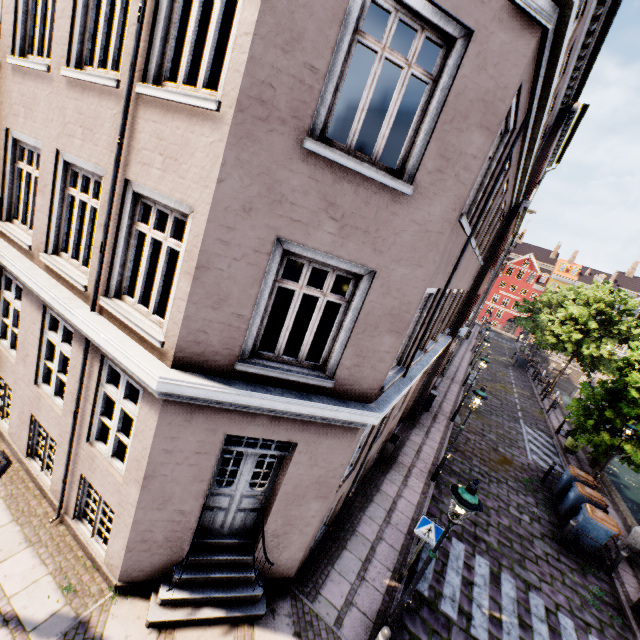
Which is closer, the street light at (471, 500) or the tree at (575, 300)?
the street light at (471, 500)

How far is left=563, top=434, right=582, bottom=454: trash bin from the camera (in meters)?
17.81

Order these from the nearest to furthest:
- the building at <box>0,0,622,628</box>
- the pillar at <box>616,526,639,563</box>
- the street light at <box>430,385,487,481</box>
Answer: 1. the building at <box>0,0,622,628</box>
2. the street light at <box>430,385,487,481</box>
3. the pillar at <box>616,526,639,563</box>

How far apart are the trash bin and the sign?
16.07m

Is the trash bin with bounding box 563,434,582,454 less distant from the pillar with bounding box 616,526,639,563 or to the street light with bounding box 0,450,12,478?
the street light with bounding box 0,450,12,478

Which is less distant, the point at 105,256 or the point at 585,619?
the point at 105,256

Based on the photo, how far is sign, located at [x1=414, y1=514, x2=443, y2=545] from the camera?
6.9 meters

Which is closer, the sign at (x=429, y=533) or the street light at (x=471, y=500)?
the street light at (x=471, y=500)
